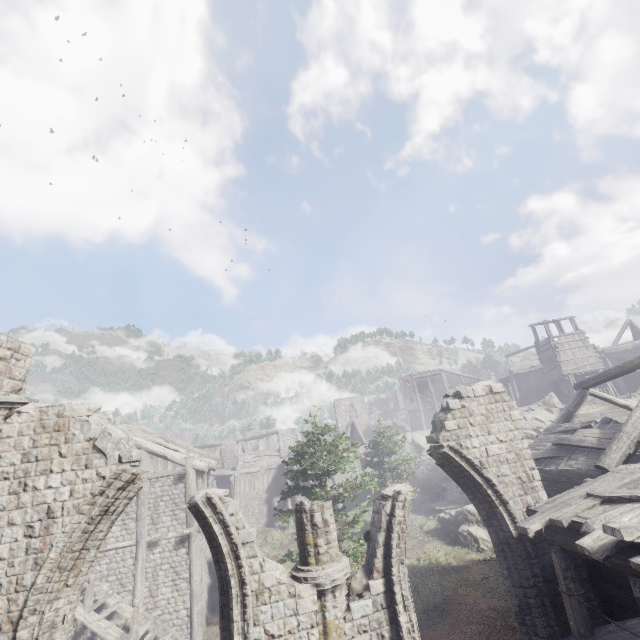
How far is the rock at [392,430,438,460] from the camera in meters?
42.6

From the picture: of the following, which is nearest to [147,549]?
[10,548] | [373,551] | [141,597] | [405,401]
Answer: [141,597]

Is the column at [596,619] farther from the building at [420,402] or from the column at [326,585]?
the column at [326,585]

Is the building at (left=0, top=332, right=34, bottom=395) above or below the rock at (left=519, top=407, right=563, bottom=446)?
above

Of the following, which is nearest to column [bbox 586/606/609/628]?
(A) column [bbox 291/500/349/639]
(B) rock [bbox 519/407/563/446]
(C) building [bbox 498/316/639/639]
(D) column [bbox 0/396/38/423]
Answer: (C) building [bbox 498/316/639/639]

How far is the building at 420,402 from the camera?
50.2m

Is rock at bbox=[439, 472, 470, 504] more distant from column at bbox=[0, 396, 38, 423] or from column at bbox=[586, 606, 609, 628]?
column at bbox=[0, 396, 38, 423]

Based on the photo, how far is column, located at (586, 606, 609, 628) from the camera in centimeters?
851cm
